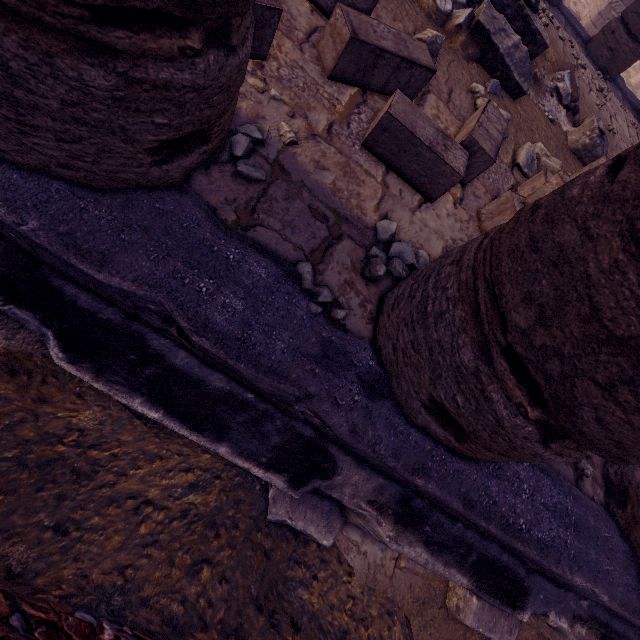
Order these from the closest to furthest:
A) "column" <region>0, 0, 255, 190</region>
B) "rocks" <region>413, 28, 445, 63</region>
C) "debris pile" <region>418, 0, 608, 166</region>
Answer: "column" <region>0, 0, 255, 190</region>
"rocks" <region>413, 28, 445, 63</region>
"debris pile" <region>418, 0, 608, 166</region>

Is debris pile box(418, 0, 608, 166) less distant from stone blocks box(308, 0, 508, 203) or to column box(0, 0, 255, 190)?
stone blocks box(308, 0, 508, 203)

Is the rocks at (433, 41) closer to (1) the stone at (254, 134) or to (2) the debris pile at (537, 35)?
(2) the debris pile at (537, 35)

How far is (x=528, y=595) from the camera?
2.1m

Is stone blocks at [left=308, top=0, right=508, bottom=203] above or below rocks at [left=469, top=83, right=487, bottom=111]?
above

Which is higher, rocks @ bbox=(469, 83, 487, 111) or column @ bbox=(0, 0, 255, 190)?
column @ bbox=(0, 0, 255, 190)

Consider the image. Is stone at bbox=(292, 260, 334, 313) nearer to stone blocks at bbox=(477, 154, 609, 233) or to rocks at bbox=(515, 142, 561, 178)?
stone blocks at bbox=(477, 154, 609, 233)

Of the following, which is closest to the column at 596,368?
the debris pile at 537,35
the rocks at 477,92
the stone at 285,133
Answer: the stone at 285,133
